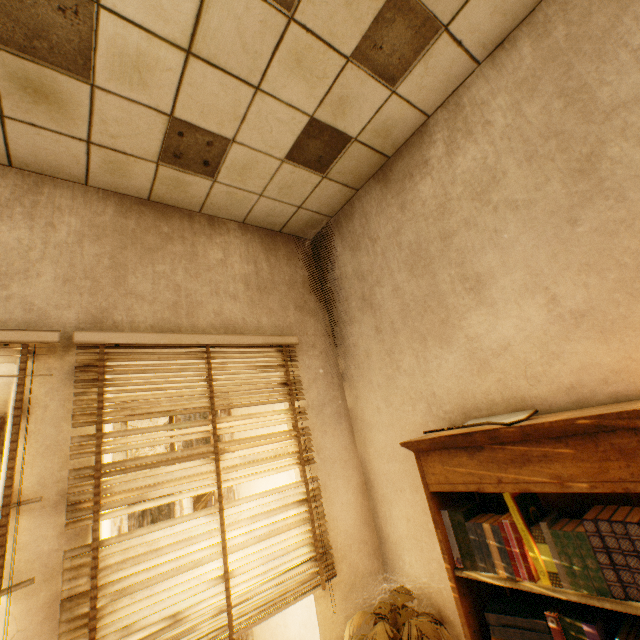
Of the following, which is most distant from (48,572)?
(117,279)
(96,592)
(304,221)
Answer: (304,221)

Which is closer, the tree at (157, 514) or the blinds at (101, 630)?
the blinds at (101, 630)

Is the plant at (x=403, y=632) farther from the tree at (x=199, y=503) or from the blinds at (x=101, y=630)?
the tree at (x=199, y=503)

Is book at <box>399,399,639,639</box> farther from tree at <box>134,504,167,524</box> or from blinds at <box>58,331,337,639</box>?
tree at <box>134,504,167,524</box>

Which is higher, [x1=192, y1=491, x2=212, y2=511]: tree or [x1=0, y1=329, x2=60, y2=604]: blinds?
[x1=0, y1=329, x2=60, y2=604]: blinds

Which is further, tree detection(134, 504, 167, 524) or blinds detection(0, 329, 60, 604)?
tree detection(134, 504, 167, 524)

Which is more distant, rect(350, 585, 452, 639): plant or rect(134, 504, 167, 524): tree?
rect(134, 504, 167, 524): tree

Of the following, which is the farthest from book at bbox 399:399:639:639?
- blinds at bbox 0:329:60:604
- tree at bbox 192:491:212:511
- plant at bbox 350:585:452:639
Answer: tree at bbox 192:491:212:511
